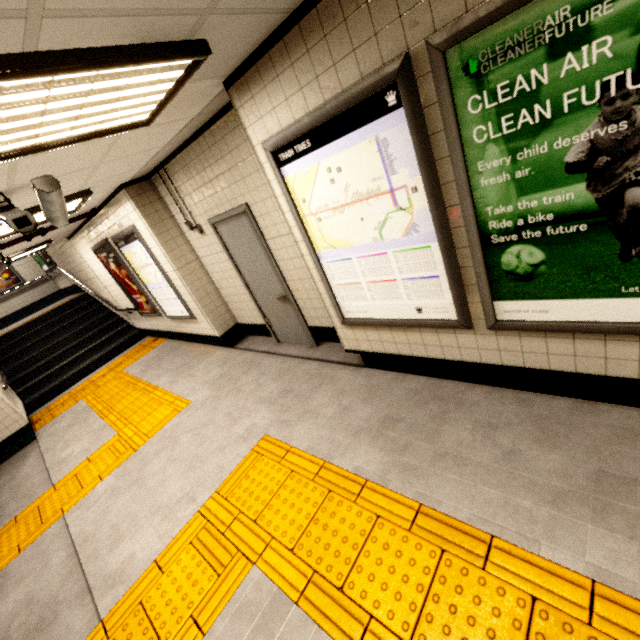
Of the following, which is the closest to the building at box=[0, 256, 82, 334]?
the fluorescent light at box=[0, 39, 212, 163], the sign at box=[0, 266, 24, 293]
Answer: the sign at box=[0, 266, 24, 293]

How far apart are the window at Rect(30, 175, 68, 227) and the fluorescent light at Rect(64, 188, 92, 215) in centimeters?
82cm

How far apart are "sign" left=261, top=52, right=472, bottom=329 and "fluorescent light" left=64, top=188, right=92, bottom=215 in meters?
2.6 m

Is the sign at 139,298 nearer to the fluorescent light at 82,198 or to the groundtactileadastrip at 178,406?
the groundtactileadastrip at 178,406

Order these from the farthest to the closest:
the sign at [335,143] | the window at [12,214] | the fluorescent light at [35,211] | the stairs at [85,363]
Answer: the stairs at [85,363] < the fluorescent light at [35,211] < the window at [12,214] < the sign at [335,143]

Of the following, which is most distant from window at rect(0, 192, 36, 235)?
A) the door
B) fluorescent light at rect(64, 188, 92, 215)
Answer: the door

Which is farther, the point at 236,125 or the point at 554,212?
the point at 236,125

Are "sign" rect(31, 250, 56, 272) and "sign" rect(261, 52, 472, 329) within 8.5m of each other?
no
